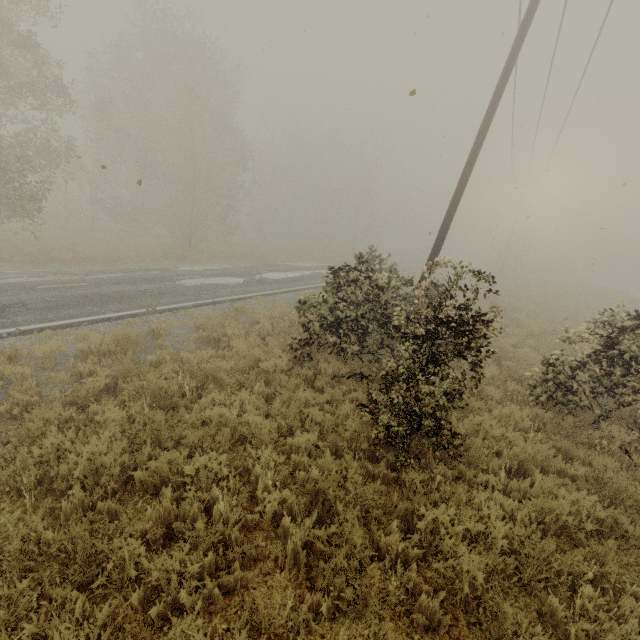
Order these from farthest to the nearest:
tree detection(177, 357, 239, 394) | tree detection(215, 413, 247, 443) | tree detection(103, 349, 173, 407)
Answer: tree detection(177, 357, 239, 394), tree detection(103, 349, 173, 407), tree detection(215, 413, 247, 443)

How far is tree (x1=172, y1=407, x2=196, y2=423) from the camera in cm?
507

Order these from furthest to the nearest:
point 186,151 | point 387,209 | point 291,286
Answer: point 387,209 < point 186,151 < point 291,286

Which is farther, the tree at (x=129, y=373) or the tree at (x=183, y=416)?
the tree at (x=129, y=373)

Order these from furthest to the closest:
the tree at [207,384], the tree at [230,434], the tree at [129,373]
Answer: the tree at [207,384] → the tree at [129,373] → the tree at [230,434]

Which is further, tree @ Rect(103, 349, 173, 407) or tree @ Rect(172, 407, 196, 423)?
tree @ Rect(103, 349, 173, 407)

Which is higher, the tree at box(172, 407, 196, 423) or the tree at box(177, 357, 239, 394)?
the tree at box(172, 407, 196, 423)
